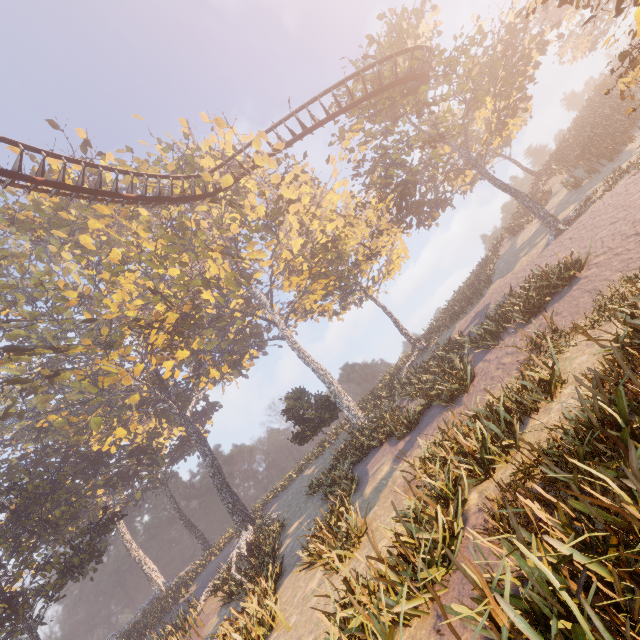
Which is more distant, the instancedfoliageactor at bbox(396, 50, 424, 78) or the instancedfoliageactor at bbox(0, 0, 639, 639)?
the instancedfoliageactor at bbox(396, 50, 424, 78)

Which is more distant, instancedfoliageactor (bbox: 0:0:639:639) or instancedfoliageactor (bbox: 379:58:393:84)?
instancedfoliageactor (bbox: 379:58:393:84)

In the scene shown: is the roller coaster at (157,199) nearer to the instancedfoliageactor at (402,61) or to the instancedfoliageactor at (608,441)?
the instancedfoliageactor at (608,441)

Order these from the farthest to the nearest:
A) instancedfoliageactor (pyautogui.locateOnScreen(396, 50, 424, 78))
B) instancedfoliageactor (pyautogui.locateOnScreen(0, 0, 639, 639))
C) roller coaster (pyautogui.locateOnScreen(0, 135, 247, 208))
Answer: instancedfoliageactor (pyautogui.locateOnScreen(396, 50, 424, 78))
roller coaster (pyautogui.locateOnScreen(0, 135, 247, 208))
instancedfoliageactor (pyautogui.locateOnScreen(0, 0, 639, 639))

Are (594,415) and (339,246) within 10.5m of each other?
no

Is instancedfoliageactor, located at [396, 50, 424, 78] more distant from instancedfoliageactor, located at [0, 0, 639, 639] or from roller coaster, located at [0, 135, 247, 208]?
roller coaster, located at [0, 135, 247, 208]

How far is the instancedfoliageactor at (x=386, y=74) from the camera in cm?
2022

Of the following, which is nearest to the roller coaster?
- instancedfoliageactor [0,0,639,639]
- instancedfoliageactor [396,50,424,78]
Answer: instancedfoliageactor [0,0,639,639]
